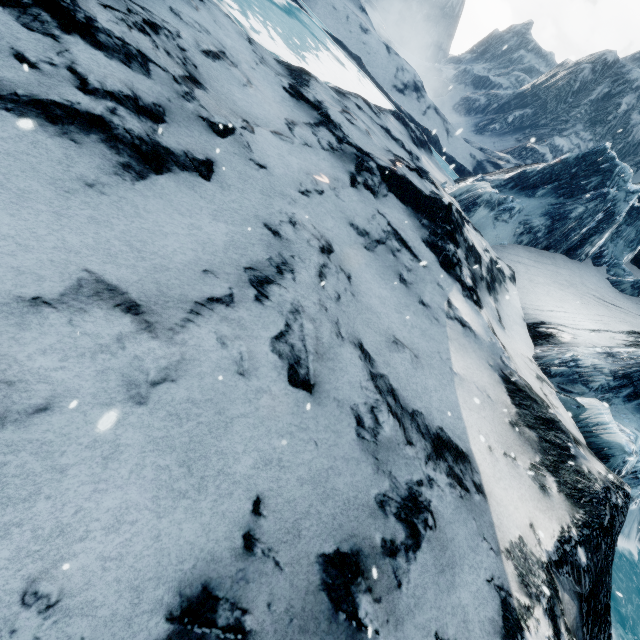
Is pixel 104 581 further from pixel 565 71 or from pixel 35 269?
pixel 565 71
